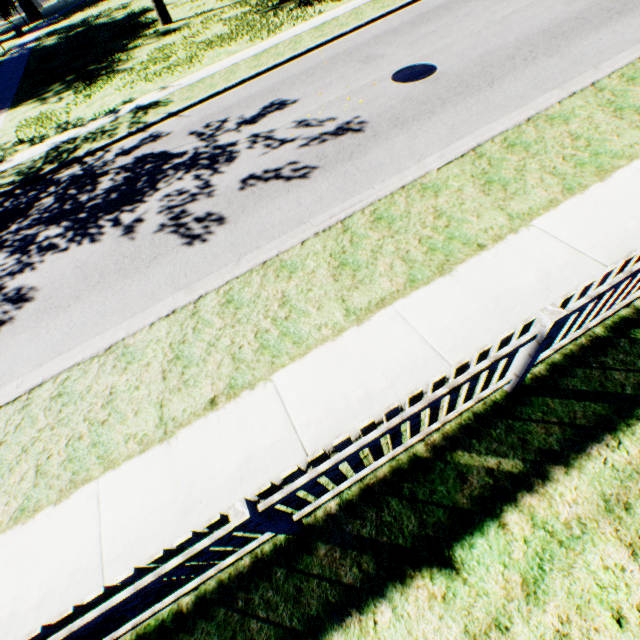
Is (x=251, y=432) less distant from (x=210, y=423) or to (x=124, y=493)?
(x=210, y=423)
